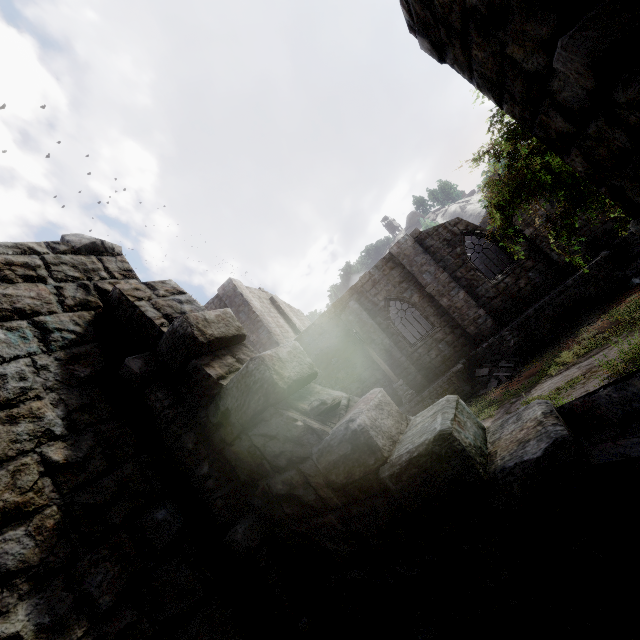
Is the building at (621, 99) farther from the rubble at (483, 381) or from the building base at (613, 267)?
the rubble at (483, 381)

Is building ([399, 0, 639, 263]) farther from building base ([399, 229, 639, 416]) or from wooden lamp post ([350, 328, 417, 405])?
wooden lamp post ([350, 328, 417, 405])

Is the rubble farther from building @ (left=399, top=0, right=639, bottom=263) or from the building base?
building @ (left=399, top=0, right=639, bottom=263)

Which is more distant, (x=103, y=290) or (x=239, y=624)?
(x=103, y=290)

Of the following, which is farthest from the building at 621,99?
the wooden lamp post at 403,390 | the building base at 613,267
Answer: the wooden lamp post at 403,390

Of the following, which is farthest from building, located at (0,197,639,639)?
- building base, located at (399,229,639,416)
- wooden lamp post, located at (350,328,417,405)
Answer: wooden lamp post, located at (350,328,417,405)

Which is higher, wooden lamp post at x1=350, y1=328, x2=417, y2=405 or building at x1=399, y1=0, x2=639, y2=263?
building at x1=399, y1=0, x2=639, y2=263

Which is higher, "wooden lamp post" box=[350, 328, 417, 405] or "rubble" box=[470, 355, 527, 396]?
"wooden lamp post" box=[350, 328, 417, 405]
